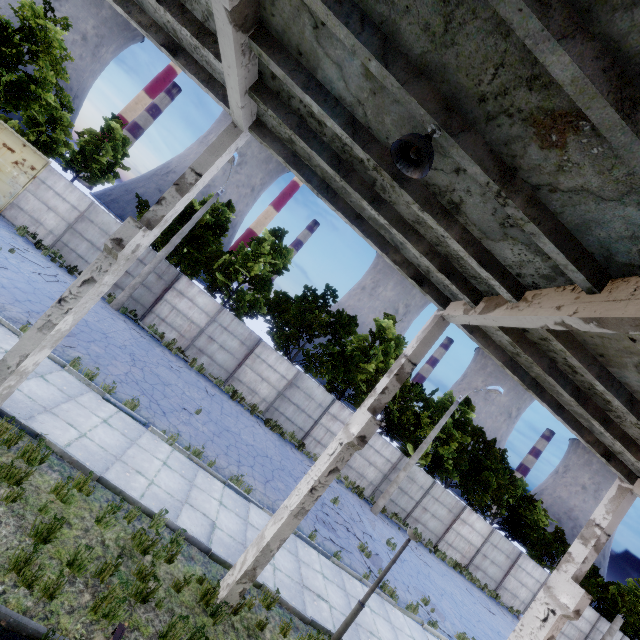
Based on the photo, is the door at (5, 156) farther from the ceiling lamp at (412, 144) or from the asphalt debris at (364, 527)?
the ceiling lamp at (412, 144)

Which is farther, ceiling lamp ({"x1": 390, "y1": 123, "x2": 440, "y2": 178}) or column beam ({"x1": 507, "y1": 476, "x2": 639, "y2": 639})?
column beam ({"x1": 507, "y1": 476, "x2": 639, "y2": 639})

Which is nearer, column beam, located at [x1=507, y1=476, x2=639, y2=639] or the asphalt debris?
column beam, located at [x1=507, y1=476, x2=639, y2=639]

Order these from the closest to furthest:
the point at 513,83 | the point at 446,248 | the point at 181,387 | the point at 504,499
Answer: the point at 513,83 < the point at 446,248 < the point at 181,387 < the point at 504,499

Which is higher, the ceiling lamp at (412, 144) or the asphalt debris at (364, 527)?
the ceiling lamp at (412, 144)

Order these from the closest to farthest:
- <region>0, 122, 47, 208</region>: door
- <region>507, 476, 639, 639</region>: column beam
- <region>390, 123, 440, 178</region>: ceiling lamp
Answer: <region>390, 123, 440, 178</region>: ceiling lamp, <region>507, 476, 639, 639</region>: column beam, <region>0, 122, 47, 208</region>: door

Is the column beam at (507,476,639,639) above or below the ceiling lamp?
below

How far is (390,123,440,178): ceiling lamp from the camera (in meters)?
3.46
